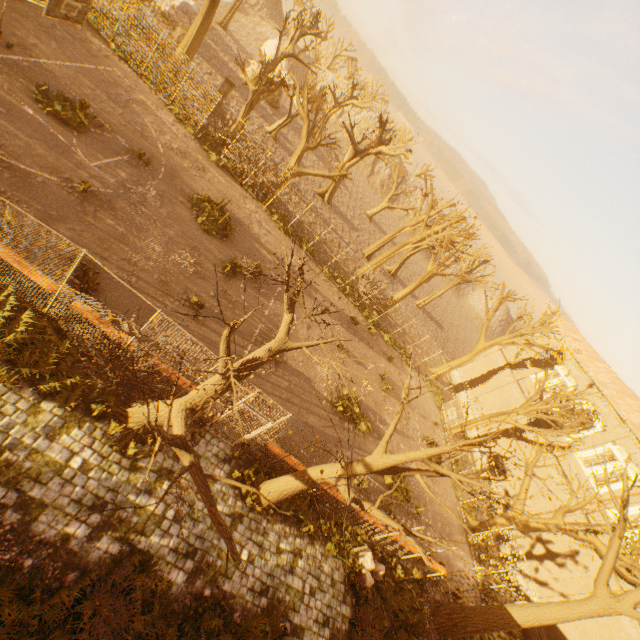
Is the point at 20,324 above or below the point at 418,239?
below

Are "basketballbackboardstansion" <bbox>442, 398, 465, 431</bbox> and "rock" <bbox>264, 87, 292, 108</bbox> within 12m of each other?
no

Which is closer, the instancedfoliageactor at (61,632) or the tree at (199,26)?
the instancedfoliageactor at (61,632)

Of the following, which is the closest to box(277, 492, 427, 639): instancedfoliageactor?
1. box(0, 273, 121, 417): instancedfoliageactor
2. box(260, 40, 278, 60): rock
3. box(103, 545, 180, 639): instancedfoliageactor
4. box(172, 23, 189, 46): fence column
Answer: box(103, 545, 180, 639): instancedfoliageactor

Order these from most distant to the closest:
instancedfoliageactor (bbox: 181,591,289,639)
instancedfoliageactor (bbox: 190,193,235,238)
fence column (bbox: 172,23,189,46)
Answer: fence column (bbox: 172,23,189,46), instancedfoliageactor (bbox: 190,193,235,238), instancedfoliageactor (bbox: 181,591,289,639)

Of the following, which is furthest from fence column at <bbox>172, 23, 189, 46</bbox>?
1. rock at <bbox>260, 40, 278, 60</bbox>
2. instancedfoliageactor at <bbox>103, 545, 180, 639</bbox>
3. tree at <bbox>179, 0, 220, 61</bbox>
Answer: rock at <bbox>260, 40, 278, 60</bbox>

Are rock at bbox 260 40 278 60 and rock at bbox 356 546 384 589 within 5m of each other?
no

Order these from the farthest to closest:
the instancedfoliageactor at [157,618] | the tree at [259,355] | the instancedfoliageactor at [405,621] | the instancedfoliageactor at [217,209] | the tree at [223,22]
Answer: the tree at [223,22] → the instancedfoliageactor at [217,209] → the instancedfoliageactor at [405,621] → the instancedfoliageactor at [157,618] → the tree at [259,355]
